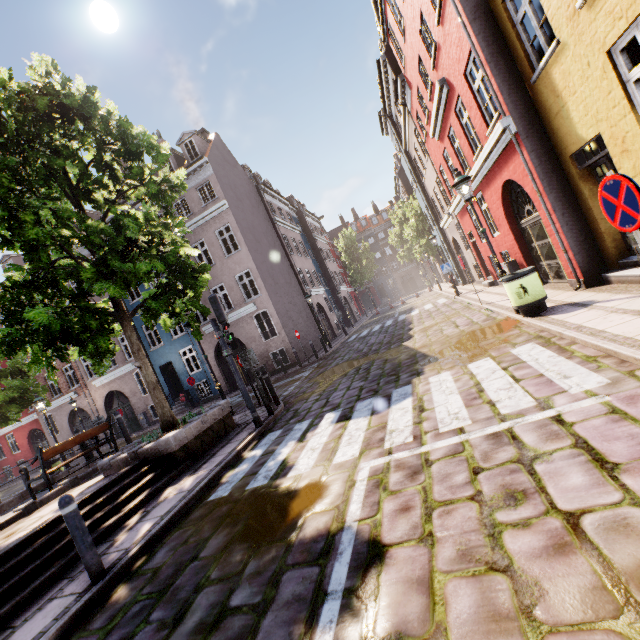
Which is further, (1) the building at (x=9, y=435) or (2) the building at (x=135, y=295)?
(1) the building at (x=9, y=435)

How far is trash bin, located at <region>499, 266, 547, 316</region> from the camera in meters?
7.0

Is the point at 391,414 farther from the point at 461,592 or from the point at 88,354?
the point at 88,354

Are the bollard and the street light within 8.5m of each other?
no

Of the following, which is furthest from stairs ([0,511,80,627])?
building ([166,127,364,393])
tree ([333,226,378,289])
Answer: tree ([333,226,378,289])

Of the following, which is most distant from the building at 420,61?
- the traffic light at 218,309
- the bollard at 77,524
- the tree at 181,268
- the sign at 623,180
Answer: the bollard at 77,524

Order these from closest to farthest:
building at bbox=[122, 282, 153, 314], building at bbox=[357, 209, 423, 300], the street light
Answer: the street light → building at bbox=[122, 282, 153, 314] → building at bbox=[357, 209, 423, 300]

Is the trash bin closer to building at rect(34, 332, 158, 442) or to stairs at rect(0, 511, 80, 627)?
stairs at rect(0, 511, 80, 627)
